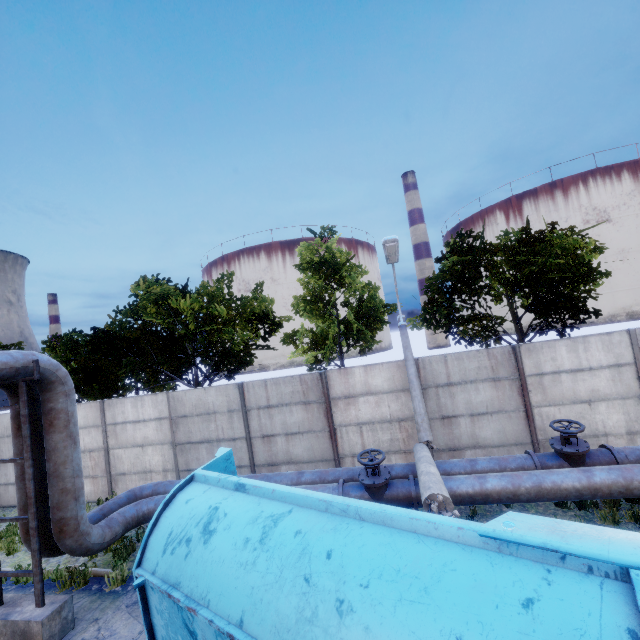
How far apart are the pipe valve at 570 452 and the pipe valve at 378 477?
2.5m

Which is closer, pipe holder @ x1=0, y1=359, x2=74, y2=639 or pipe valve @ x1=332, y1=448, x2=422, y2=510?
pipe holder @ x1=0, y1=359, x2=74, y2=639

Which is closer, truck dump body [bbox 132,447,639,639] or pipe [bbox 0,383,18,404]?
truck dump body [bbox 132,447,639,639]

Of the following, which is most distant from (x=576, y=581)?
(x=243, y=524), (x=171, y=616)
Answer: (x=171, y=616)

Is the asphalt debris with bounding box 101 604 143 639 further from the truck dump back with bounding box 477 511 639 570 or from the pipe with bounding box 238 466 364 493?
the truck dump back with bounding box 477 511 639 570

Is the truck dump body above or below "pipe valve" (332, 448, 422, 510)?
above

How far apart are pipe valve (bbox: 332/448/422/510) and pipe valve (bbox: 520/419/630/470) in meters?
2.5

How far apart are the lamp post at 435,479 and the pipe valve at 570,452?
2.0m
